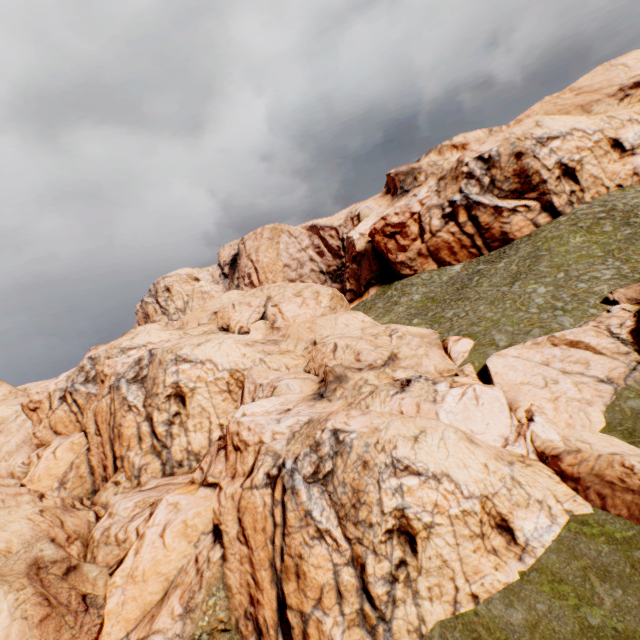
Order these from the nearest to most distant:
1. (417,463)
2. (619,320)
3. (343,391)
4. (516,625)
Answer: (516,625), (417,463), (619,320), (343,391)

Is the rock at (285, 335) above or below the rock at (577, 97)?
below

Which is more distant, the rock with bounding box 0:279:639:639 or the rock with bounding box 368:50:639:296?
the rock with bounding box 368:50:639:296

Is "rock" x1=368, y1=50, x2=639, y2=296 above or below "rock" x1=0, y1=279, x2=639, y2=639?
above

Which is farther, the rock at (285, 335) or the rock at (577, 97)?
the rock at (577, 97)
